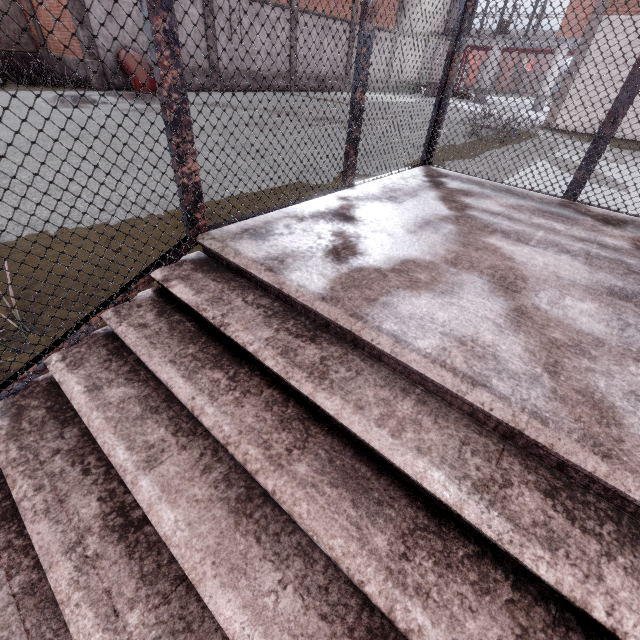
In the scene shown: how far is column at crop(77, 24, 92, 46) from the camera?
12.84m

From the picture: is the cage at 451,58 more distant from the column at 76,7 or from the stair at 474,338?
the column at 76,7

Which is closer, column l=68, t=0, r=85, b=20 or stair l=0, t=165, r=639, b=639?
stair l=0, t=165, r=639, b=639

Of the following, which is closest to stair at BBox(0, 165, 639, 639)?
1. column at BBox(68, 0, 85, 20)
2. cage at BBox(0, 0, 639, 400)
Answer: cage at BBox(0, 0, 639, 400)

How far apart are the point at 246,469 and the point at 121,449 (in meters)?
0.53

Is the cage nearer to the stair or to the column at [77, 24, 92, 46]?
the stair
